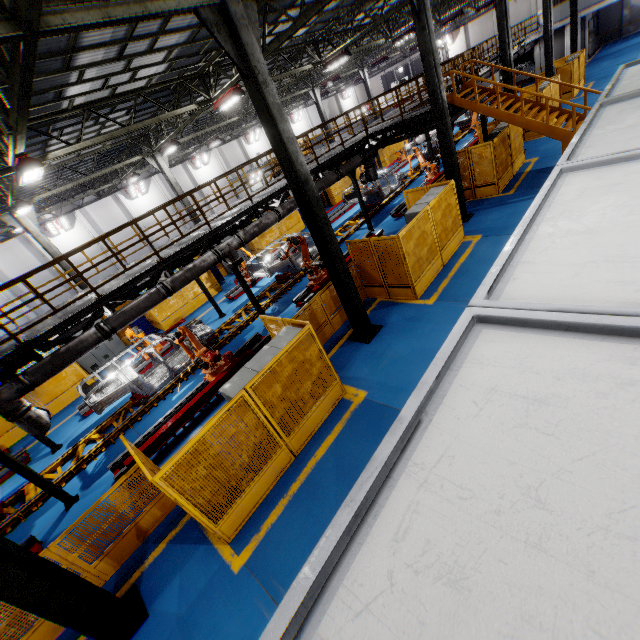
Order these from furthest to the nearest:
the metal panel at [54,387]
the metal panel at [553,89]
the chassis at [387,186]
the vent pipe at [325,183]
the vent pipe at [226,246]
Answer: the chassis at [387,186], the metal panel at [553,89], the metal panel at [54,387], the vent pipe at [325,183], the vent pipe at [226,246]

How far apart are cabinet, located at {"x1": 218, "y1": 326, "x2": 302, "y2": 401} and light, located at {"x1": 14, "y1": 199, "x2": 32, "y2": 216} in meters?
13.8 m

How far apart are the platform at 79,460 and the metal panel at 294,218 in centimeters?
456cm

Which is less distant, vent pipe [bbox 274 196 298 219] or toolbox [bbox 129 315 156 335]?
vent pipe [bbox 274 196 298 219]

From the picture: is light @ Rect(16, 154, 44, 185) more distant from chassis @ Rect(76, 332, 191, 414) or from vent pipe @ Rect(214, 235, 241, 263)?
chassis @ Rect(76, 332, 191, 414)

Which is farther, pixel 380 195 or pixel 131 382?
pixel 380 195

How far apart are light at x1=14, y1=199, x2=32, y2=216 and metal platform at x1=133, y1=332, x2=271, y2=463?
11.1 meters

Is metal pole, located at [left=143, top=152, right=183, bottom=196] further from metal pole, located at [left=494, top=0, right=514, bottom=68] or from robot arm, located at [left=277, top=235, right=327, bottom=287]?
metal pole, located at [left=494, top=0, right=514, bottom=68]
